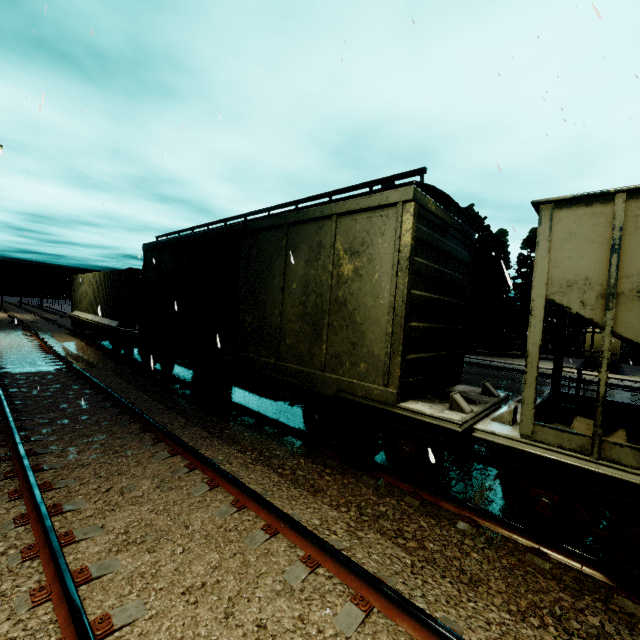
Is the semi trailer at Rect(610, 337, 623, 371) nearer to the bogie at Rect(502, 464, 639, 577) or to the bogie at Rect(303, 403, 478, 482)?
the bogie at Rect(502, 464, 639, 577)

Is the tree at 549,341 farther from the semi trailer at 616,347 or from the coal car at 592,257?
the coal car at 592,257

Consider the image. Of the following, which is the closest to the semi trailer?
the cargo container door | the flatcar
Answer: the flatcar

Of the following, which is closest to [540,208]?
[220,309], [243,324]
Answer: [243,324]

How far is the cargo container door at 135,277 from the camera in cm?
1379

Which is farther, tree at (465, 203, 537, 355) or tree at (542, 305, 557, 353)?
tree at (542, 305, 557, 353)

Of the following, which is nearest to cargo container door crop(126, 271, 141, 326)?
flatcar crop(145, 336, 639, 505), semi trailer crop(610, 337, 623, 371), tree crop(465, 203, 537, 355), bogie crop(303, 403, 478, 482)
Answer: flatcar crop(145, 336, 639, 505)

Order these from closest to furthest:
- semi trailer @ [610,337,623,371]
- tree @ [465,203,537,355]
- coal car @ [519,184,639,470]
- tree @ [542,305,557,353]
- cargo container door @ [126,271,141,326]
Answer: coal car @ [519,184,639,470]
cargo container door @ [126,271,141,326]
semi trailer @ [610,337,623,371]
tree @ [465,203,537,355]
tree @ [542,305,557,353]
